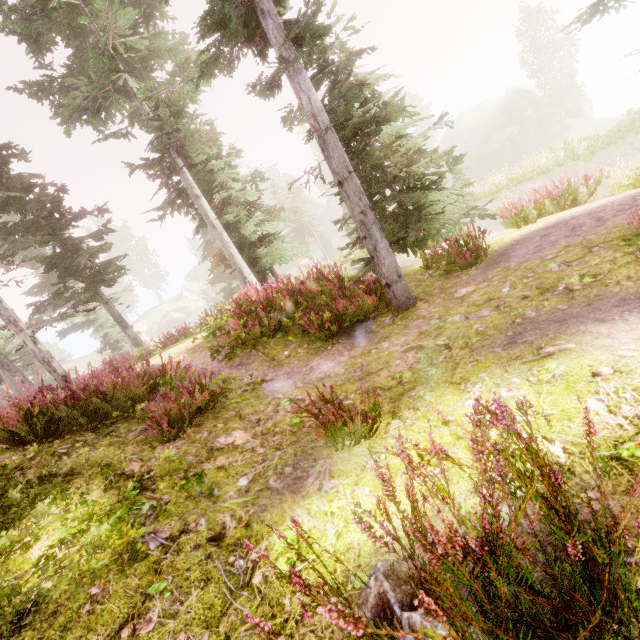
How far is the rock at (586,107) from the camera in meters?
37.8

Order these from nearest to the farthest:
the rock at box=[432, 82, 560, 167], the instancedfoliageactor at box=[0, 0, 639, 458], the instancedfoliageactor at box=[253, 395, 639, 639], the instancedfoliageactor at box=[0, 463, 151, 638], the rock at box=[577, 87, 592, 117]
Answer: the instancedfoliageactor at box=[253, 395, 639, 639] < the instancedfoliageactor at box=[0, 463, 151, 638] < the instancedfoliageactor at box=[0, 0, 639, 458] < the rock at box=[432, 82, 560, 167] < the rock at box=[577, 87, 592, 117]

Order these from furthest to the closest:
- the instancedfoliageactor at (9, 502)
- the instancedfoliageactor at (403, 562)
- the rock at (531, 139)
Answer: the rock at (531, 139) < the instancedfoliageactor at (9, 502) < the instancedfoliageactor at (403, 562)

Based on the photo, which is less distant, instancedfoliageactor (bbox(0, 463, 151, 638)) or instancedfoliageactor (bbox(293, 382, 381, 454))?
instancedfoliageactor (bbox(0, 463, 151, 638))

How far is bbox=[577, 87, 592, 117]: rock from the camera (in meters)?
37.84

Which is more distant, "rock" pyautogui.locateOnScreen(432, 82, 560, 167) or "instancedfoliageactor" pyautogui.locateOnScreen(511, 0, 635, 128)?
"rock" pyautogui.locateOnScreen(432, 82, 560, 167)

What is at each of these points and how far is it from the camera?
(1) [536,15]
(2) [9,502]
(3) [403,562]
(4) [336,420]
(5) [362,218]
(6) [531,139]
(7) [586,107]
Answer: (1) instancedfoliageactor, 33.91m
(2) instancedfoliageactor, 3.54m
(3) instancedfoliageactor, 1.95m
(4) instancedfoliageactor, 3.71m
(5) instancedfoliageactor, 6.50m
(6) rock, 37.56m
(7) rock, 38.22m
